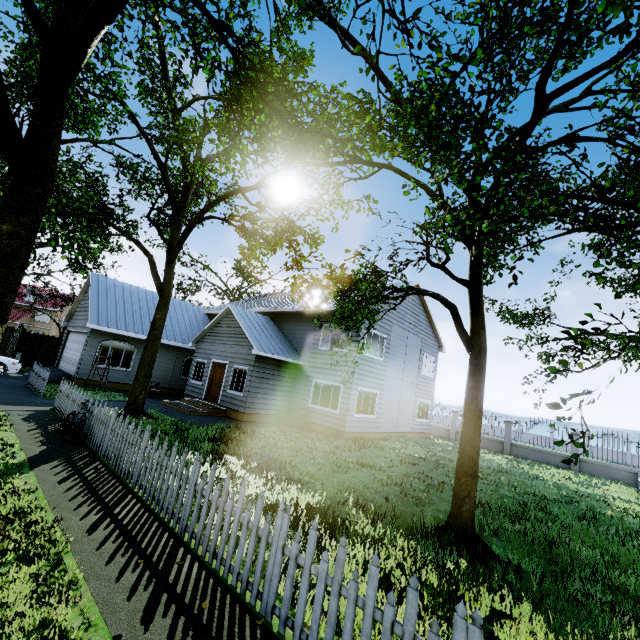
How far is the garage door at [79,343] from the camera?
17.6m

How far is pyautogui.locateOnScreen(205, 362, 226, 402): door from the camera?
17.05m

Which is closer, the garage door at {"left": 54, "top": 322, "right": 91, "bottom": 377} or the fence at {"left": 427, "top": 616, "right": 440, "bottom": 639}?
the fence at {"left": 427, "top": 616, "right": 440, "bottom": 639}

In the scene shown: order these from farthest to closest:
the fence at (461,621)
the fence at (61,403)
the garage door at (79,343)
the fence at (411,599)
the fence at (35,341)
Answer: the garage door at (79,343), the fence at (35,341), the fence at (61,403), the fence at (411,599), the fence at (461,621)

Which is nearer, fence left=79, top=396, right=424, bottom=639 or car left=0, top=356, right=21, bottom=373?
fence left=79, top=396, right=424, bottom=639

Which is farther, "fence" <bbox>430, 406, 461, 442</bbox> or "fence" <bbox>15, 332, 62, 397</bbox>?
"fence" <bbox>430, 406, 461, 442</bbox>

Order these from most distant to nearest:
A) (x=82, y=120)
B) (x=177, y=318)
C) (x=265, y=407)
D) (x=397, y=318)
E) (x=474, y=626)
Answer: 1. (x=177, y=318)
2. (x=397, y=318)
3. (x=265, y=407)
4. (x=82, y=120)
5. (x=474, y=626)

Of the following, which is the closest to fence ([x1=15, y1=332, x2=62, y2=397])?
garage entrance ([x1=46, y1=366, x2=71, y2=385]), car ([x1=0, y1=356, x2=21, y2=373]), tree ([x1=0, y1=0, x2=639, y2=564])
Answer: tree ([x1=0, y1=0, x2=639, y2=564])
